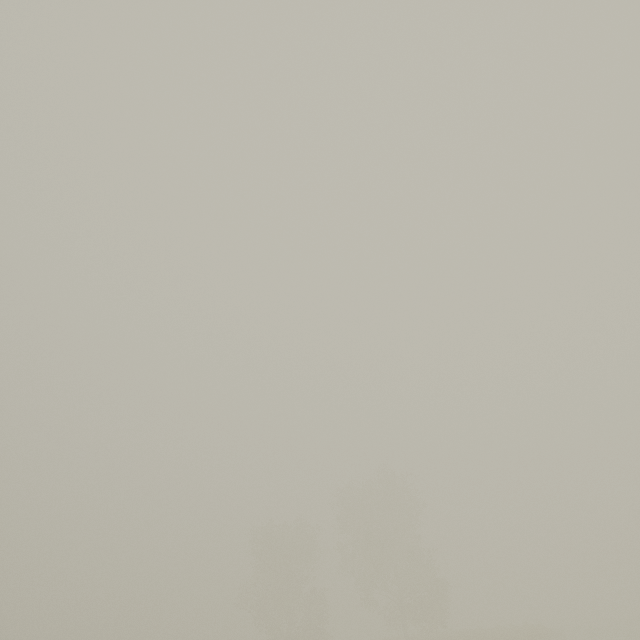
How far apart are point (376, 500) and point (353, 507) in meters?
3.1 m
